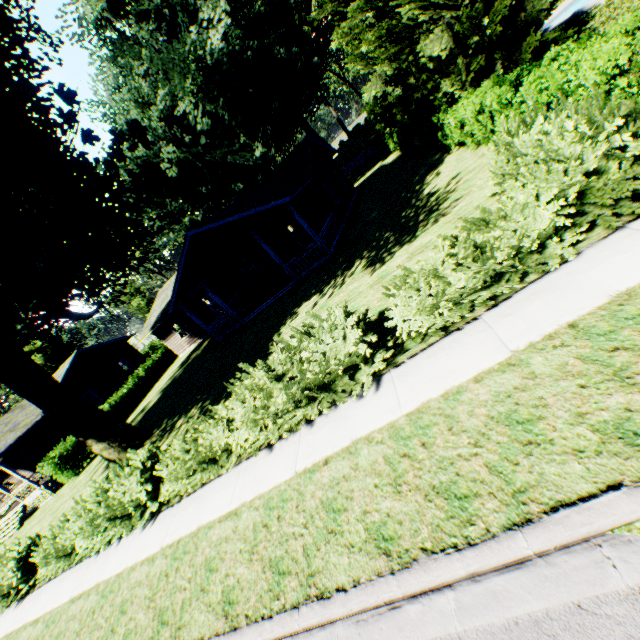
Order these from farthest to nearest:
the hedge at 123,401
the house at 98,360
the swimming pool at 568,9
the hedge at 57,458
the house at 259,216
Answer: the house at 98,360, the hedge at 123,401, the hedge at 57,458, the swimming pool at 568,9, the house at 259,216

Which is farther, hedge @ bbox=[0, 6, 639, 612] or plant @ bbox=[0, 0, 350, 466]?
plant @ bbox=[0, 0, 350, 466]

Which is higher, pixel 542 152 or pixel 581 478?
pixel 542 152

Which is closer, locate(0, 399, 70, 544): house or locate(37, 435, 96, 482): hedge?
locate(37, 435, 96, 482): hedge

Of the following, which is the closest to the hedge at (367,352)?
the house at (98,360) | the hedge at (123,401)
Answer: the house at (98,360)

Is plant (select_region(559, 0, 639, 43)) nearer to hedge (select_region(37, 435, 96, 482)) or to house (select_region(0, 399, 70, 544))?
house (select_region(0, 399, 70, 544))

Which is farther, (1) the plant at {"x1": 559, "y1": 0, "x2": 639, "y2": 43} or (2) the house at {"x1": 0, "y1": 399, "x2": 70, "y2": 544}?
(2) the house at {"x1": 0, "y1": 399, "x2": 70, "y2": 544}

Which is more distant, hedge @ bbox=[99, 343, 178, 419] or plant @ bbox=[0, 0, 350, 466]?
hedge @ bbox=[99, 343, 178, 419]
